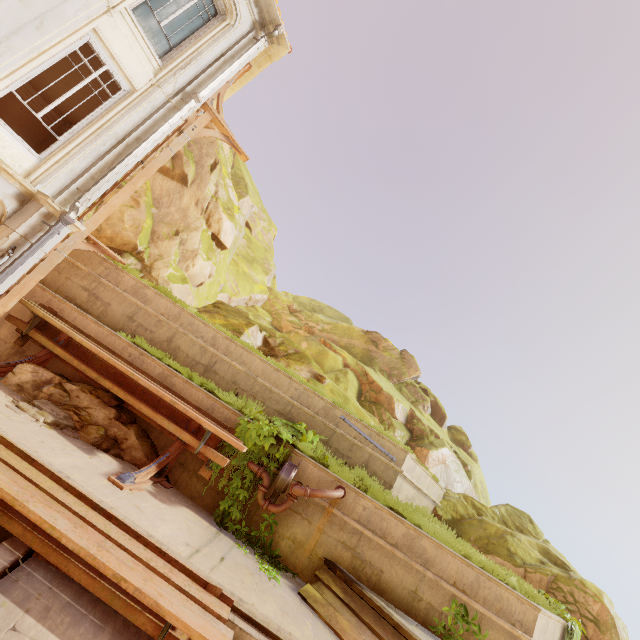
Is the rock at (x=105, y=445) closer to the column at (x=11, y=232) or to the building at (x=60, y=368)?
the building at (x=60, y=368)

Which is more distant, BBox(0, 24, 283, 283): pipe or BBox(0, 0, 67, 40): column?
BBox(0, 24, 283, 283): pipe

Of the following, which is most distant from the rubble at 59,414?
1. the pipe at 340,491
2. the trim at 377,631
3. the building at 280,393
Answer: the trim at 377,631

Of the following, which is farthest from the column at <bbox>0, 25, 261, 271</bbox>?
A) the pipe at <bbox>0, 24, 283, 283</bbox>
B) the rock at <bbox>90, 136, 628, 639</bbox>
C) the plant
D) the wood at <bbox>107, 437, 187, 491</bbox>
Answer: the rock at <bbox>90, 136, 628, 639</bbox>

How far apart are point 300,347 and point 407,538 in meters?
8.6 m

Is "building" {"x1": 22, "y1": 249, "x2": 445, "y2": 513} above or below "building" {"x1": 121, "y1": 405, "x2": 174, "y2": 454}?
above

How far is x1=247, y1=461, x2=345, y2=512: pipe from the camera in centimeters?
623cm

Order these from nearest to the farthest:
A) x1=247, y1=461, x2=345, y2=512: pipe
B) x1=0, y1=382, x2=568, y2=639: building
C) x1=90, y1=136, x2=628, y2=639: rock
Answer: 1. x1=0, y1=382, x2=568, y2=639: building
2. x1=247, y1=461, x2=345, y2=512: pipe
3. x1=90, y1=136, x2=628, y2=639: rock
